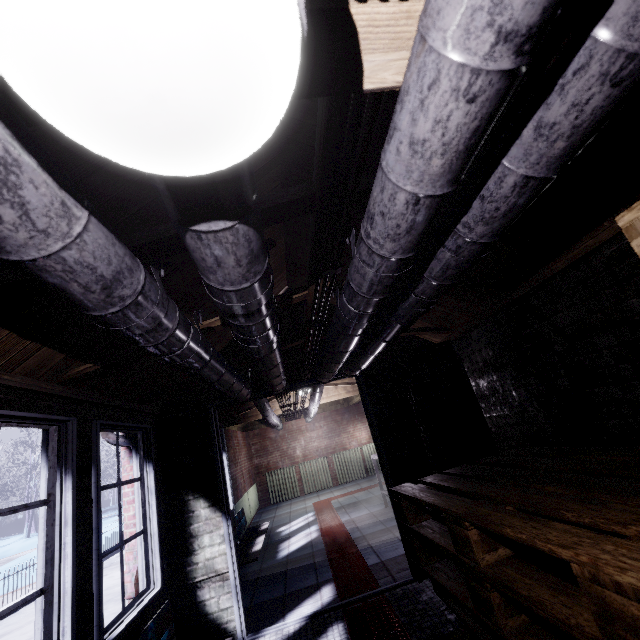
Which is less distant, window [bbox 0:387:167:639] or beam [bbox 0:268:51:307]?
beam [bbox 0:268:51:307]

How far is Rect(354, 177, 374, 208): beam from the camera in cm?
132

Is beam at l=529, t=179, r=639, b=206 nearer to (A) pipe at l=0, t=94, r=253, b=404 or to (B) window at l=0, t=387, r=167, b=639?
(A) pipe at l=0, t=94, r=253, b=404

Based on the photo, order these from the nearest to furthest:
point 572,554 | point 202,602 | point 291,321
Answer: point 572,554, point 202,602, point 291,321

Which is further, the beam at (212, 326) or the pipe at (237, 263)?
the beam at (212, 326)

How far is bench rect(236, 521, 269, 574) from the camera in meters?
4.0

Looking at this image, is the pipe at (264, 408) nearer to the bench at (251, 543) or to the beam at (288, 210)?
the beam at (288, 210)

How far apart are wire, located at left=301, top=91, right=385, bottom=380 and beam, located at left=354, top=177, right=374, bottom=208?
0.3 meters
